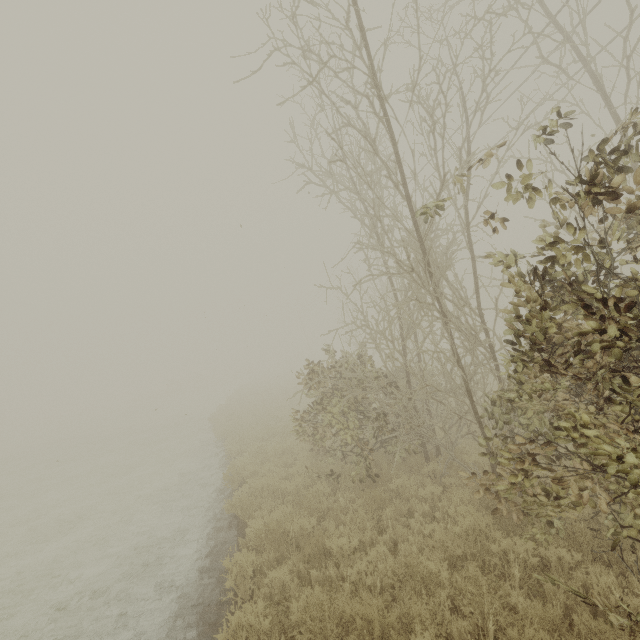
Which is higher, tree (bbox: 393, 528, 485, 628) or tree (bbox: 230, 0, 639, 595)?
tree (bbox: 230, 0, 639, 595)

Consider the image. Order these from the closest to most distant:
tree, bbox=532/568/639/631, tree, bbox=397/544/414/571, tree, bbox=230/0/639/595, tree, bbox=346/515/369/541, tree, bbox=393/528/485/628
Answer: tree, bbox=230/0/639/595, tree, bbox=532/568/639/631, tree, bbox=393/528/485/628, tree, bbox=397/544/414/571, tree, bbox=346/515/369/541

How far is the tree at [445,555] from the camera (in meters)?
3.86

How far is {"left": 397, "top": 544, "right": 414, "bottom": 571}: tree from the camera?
4.67m

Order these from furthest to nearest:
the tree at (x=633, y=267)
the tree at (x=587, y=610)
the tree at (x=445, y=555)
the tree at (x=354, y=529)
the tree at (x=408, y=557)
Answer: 1. the tree at (x=354, y=529)
2. the tree at (x=408, y=557)
3. the tree at (x=445, y=555)
4. the tree at (x=587, y=610)
5. the tree at (x=633, y=267)

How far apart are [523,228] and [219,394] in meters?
39.8
